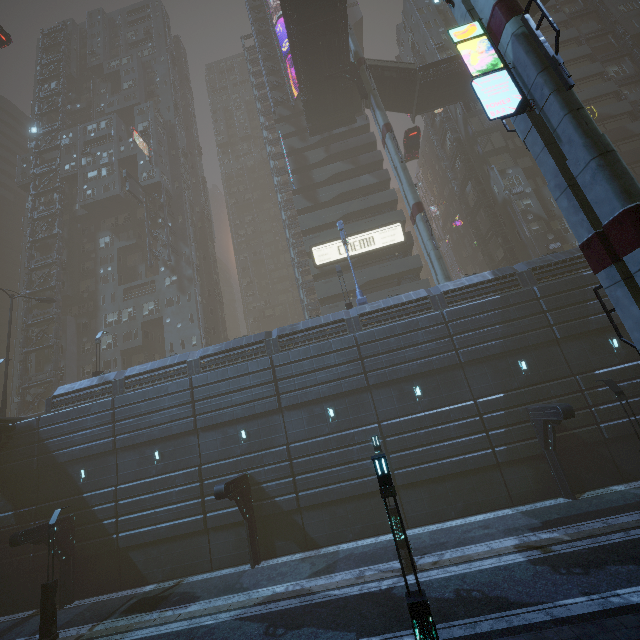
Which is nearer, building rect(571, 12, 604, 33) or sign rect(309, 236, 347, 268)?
sign rect(309, 236, 347, 268)

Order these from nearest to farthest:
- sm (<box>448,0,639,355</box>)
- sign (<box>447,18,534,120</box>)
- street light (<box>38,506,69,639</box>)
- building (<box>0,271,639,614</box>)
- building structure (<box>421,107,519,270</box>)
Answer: sm (<box>448,0,639,355</box>) → sign (<box>447,18,534,120</box>) → street light (<box>38,506,69,639</box>) → building (<box>0,271,639,614</box>) → building structure (<box>421,107,519,270</box>)

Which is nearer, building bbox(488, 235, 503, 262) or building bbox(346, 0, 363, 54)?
building bbox(488, 235, 503, 262)

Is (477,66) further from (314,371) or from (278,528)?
(278,528)

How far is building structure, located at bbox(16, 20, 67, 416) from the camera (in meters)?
38.06

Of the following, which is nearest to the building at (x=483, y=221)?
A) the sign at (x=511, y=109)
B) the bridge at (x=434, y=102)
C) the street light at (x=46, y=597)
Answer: the sign at (x=511, y=109)

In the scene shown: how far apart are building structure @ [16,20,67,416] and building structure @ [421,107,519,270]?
52.97m

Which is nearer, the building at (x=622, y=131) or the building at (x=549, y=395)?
the building at (x=549, y=395)
